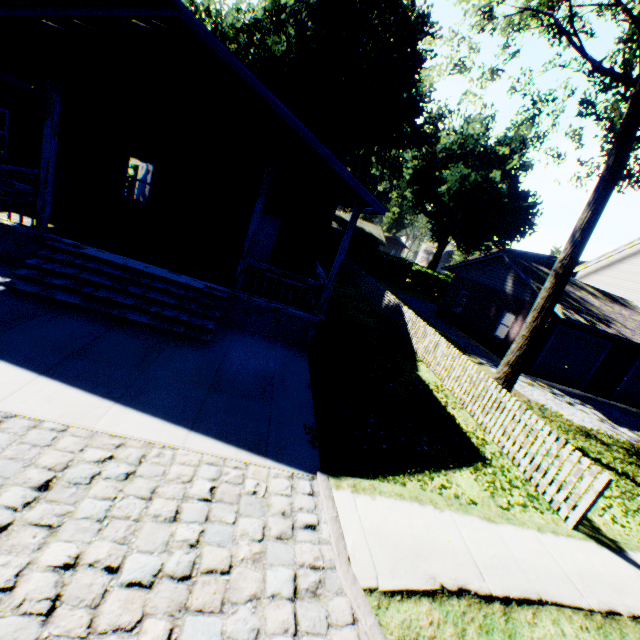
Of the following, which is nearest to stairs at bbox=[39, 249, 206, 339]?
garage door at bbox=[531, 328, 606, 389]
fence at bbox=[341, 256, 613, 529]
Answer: fence at bbox=[341, 256, 613, 529]

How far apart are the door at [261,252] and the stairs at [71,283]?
5.7m

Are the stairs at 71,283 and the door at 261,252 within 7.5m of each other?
yes

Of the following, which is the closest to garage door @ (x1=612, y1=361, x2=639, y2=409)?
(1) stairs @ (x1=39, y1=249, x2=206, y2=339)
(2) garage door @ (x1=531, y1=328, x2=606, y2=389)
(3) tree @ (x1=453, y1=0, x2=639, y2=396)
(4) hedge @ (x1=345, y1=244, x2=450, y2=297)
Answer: (2) garage door @ (x1=531, y1=328, x2=606, y2=389)

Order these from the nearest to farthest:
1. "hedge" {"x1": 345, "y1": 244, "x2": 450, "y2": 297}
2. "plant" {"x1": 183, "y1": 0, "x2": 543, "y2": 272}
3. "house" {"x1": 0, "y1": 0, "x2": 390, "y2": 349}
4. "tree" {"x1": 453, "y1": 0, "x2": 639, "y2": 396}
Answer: "house" {"x1": 0, "y1": 0, "x2": 390, "y2": 349} < "tree" {"x1": 453, "y1": 0, "x2": 639, "y2": 396} < "plant" {"x1": 183, "y1": 0, "x2": 543, "y2": 272} < "hedge" {"x1": 345, "y1": 244, "x2": 450, "y2": 297}

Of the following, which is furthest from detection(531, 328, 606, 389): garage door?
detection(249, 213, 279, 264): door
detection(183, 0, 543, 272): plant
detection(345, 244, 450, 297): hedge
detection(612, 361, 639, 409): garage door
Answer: detection(183, 0, 543, 272): plant

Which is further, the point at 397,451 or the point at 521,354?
the point at 521,354

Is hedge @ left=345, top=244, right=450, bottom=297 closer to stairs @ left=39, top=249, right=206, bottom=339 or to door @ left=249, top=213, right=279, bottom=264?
door @ left=249, top=213, right=279, bottom=264
